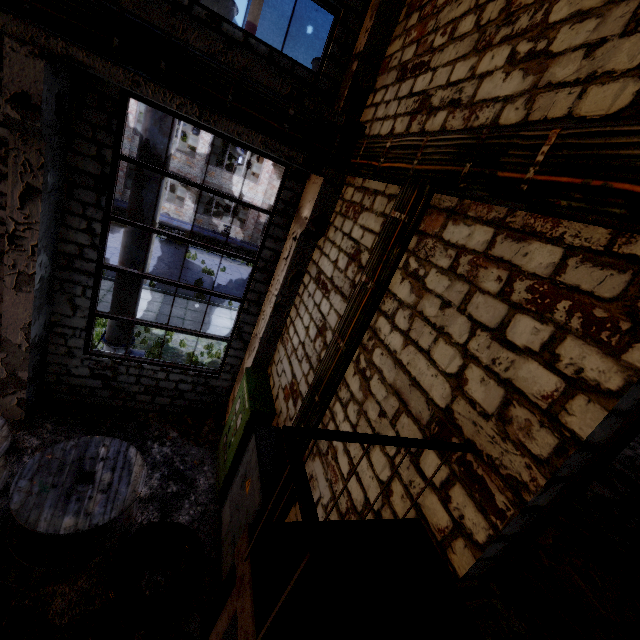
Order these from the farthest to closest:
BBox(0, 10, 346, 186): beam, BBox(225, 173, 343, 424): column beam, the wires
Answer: BBox(225, 173, 343, 424): column beam → BBox(0, 10, 346, 186): beam → the wires

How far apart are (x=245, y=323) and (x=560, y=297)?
6.4m

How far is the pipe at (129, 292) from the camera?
7.3 meters

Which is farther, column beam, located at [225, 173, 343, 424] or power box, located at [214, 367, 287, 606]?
column beam, located at [225, 173, 343, 424]

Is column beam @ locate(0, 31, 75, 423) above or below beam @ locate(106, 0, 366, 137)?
below

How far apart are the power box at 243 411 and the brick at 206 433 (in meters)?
1.75

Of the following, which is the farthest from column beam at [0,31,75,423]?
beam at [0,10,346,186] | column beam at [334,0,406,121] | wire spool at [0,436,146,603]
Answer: column beam at [334,0,406,121]

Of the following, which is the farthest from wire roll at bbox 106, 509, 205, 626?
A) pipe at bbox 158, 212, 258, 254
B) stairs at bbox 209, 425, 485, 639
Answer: pipe at bbox 158, 212, 258, 254
